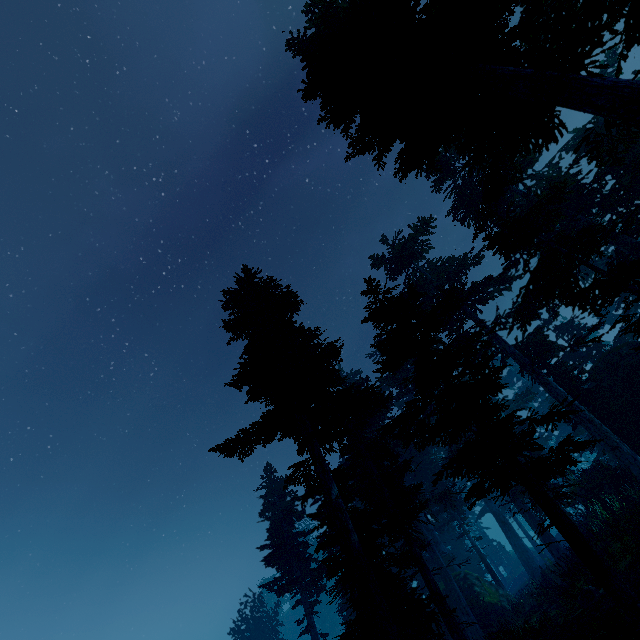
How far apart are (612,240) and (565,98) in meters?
11.8

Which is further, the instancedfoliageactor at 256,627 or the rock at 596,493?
the instancedfoliageactor at 256,627

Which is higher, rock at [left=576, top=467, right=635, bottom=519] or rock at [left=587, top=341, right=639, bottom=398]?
rock at [left=587, top=341, right=639, bottom=398]

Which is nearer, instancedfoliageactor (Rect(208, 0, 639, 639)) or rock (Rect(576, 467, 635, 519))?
instancedfoliageactor (Rect(208, 0, 639, 639))

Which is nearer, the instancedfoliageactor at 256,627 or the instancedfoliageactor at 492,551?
the instancedfoliageactor at 492,551

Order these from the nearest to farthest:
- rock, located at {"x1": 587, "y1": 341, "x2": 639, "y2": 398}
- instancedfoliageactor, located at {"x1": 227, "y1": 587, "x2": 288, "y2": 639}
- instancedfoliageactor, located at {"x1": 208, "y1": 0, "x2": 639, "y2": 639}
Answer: instancedfoliageactor, located at {"x1": 208, "y1": 0, "x2": 639, "y2": 639}
rock, located at {"x1": 587, "y1": 341, "x2": 639, "y2": 398}
instancedfoliageactor, located at {"x1": 227, "y1": 587, "x2": 288, "y2": 639}
